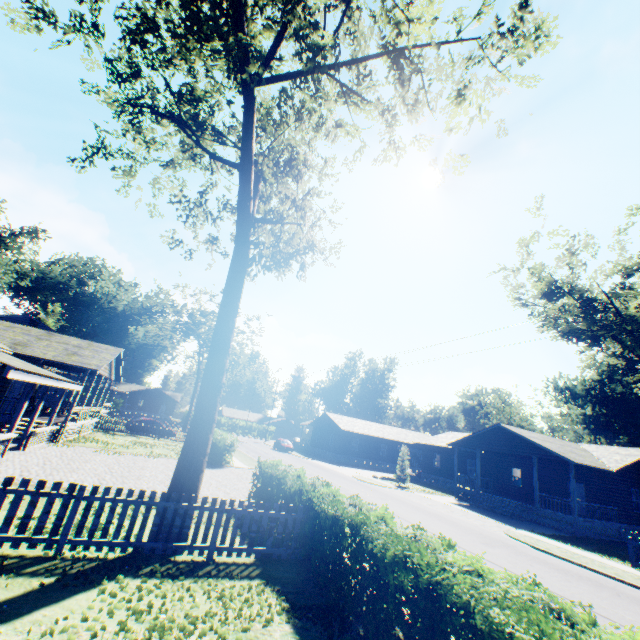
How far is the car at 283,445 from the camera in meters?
45.3

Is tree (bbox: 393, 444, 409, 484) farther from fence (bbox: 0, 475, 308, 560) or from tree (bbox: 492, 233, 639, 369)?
tree (bbox: 492, 233, 639, 369)

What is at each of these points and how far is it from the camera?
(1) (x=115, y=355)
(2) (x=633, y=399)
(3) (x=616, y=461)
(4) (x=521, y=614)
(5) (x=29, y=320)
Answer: (1) flat, 23.34m
(2) plant, 39.19m
(3) house, 24.36m
(4) hedge, 3.54m
(5) house, 38.09m

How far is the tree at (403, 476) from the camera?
30.7m

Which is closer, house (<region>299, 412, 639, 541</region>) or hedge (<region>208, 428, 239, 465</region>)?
hedge (<region>208, 428, 239, 465</region>)

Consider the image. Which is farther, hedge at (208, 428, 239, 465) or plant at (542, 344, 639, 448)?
plant at (542, 344, 639, 448)

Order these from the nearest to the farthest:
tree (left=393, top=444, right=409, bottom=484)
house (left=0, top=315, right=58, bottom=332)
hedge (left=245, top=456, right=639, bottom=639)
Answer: hedge (left=245, top=456, right=639, bottom=639)
tree (left=393, top=444, right=409, bottom=484)
house (left=0, top=315, right=58, bottom=332)

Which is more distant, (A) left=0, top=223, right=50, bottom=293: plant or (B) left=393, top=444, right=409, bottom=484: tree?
(A) left=0, top=223, right=50, bottom=293: plant
